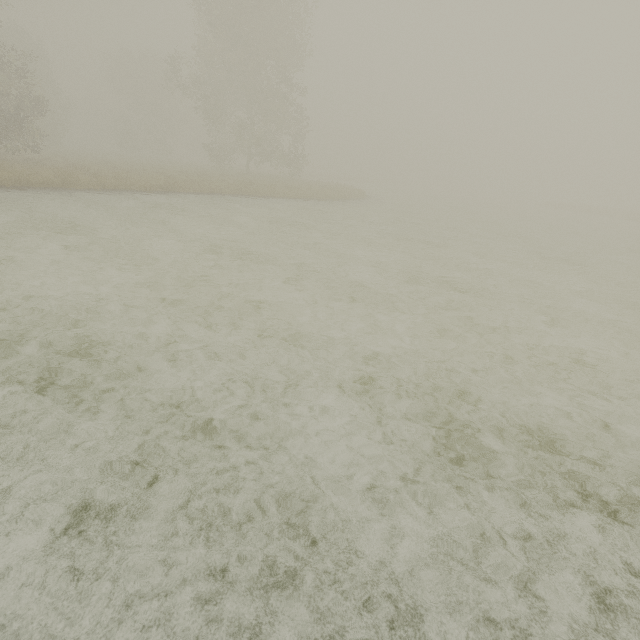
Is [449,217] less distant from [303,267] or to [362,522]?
[303,267]
